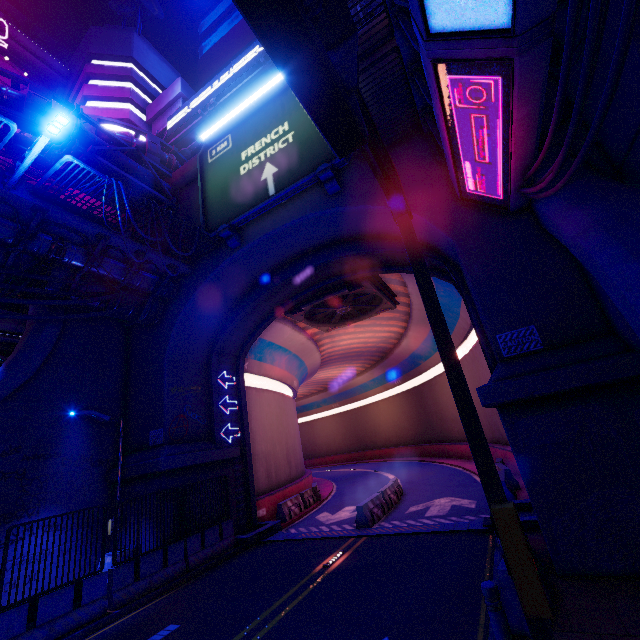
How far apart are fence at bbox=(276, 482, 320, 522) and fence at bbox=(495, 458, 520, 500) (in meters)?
10.11

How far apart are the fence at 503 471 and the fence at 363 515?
4.87m

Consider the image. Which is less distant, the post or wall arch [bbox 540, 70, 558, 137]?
the post

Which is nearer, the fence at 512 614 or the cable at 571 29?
the cable at 571 29

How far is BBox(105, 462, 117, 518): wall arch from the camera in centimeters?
1364cm

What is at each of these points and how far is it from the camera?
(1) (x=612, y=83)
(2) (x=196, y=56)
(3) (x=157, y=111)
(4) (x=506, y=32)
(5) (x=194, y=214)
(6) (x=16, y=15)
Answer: (1) cable, 3.5m
(2) building, 46.7m
(3) pillar, 24.8m
(4) walkway, 4.7m
(5) wall arch, 16.5m
(6) walkway, 30.8m

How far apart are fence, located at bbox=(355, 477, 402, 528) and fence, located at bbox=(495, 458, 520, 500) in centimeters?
487cm

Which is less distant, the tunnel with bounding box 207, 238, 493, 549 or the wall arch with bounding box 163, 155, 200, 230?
the tunnel with bounding box 207, 238, 493, 549
